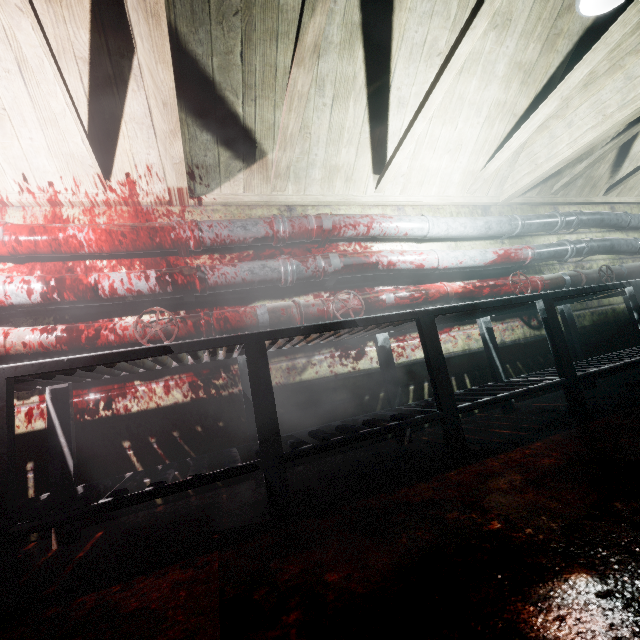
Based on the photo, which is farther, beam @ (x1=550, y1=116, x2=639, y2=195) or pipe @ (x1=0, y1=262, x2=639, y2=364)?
beam @ (x1=550, y1=116, x2=639, y2=195)

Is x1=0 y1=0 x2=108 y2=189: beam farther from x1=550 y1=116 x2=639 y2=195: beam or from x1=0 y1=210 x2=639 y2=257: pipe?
x1=550 y1=116 x2=639 y2=195: beam

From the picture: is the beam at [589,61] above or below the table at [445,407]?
above

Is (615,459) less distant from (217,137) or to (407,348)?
(407,348)

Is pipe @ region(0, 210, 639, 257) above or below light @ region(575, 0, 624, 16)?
below

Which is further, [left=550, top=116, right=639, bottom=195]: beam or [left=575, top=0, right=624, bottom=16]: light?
[left=550, top=116, right=639, bottom=195]: beam

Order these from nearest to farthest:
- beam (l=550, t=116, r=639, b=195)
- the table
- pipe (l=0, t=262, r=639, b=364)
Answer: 1. the table
2. pipe (l=0, t=262, r=639, b=364)
3. beam (l=550, t=116, r=639, b=195)

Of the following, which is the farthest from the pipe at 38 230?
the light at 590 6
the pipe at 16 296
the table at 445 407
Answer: the light at 590 6
